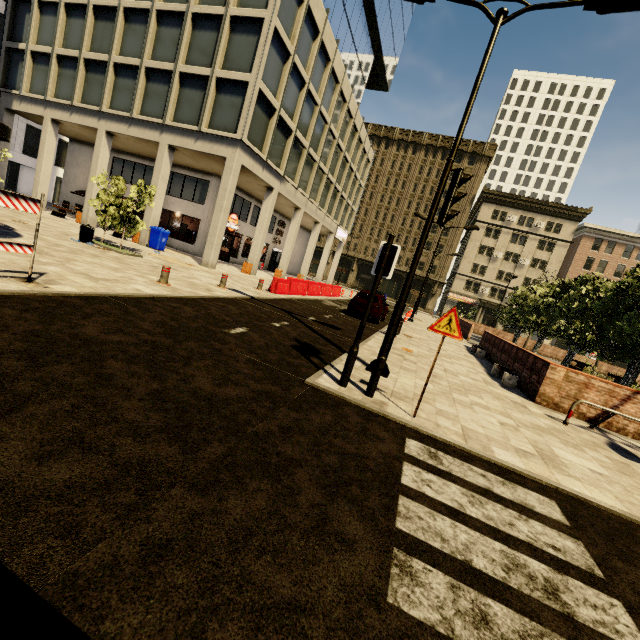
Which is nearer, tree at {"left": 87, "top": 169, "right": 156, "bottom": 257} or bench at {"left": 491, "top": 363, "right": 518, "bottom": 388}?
bench at {"left": 491, "top": 363, "right": 518, "bottom": 388}

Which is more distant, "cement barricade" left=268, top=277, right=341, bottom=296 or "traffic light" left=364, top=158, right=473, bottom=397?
"cement barricade" left=268, top=277, right=341, bottom=296

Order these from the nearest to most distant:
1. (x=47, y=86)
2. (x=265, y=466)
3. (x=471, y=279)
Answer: (x=265, y=466), (x=47, y=86), (x=471, y=279)

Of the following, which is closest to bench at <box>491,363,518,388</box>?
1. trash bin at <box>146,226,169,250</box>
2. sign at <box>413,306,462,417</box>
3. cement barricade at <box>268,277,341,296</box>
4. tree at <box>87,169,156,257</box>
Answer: sign at <box>413,306,462,417</box>

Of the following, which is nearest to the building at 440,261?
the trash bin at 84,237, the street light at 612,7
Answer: the trash bin at 84,237

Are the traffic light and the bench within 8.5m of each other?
yes

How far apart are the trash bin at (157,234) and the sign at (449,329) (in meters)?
18.49

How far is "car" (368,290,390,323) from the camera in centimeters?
1608cm
